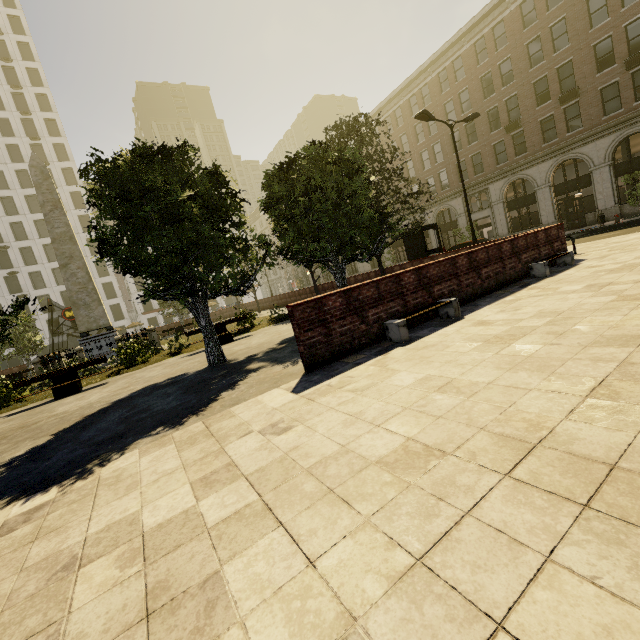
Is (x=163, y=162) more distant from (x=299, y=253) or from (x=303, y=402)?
(x=303, y=402)

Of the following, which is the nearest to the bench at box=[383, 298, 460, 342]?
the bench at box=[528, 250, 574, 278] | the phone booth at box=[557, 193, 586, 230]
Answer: the bench at box=[528, 250, 574, 278]

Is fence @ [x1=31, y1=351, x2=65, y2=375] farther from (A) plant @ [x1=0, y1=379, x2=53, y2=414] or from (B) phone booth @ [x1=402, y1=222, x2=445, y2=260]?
(B) phone booth @ [x1=402, y1=222, x2=445, y2=260]

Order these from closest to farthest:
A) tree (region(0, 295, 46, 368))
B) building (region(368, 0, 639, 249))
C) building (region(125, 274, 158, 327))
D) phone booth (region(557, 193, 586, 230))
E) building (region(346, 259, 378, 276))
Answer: tree (region(0, 295, 46, 368)) → building (region(368, 0, 639, 249)) → phone booth (region(557, 193, 586, 230)) → building (region(346, 259, 378, 276)) → building (region(125, 274, 158, 327))

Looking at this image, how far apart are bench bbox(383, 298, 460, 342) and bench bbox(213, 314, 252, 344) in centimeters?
882cm

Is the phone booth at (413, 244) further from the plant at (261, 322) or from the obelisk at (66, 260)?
the obelisk at (66, 260)

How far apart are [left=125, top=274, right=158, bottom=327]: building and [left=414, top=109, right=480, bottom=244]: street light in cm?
5601

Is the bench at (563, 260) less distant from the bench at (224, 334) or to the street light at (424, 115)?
the street light at (424, 115)
